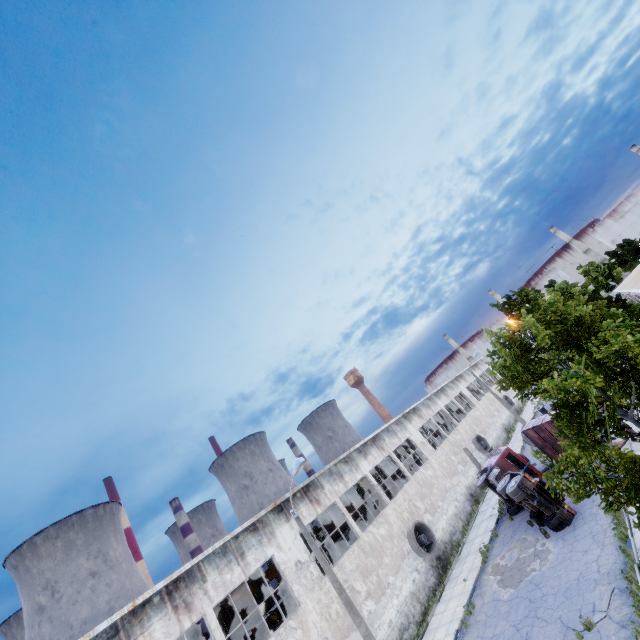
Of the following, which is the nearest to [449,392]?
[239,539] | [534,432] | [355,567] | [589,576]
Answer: [534,432]

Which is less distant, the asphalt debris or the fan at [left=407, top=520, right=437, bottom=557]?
the asphalt debris

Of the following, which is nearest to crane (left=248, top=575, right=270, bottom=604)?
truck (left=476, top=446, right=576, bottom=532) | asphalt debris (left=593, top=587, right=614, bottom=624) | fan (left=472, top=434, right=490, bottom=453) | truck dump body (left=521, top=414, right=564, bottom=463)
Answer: truck (left=476, top=446, right=576, bottom=532)

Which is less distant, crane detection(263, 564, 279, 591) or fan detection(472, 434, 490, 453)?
crane detection(263, 564, 279, 591)

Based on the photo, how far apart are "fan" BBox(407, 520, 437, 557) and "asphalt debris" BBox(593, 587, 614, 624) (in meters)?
11.87

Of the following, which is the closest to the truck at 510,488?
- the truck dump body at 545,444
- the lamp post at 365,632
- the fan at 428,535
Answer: the truck dump body at 545,444

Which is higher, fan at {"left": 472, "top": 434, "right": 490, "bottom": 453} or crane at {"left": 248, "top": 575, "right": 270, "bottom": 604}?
crane at {"left": 248, "top": 575, "right": 270, "bottom": 604}

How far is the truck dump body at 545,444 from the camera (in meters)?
22.00
